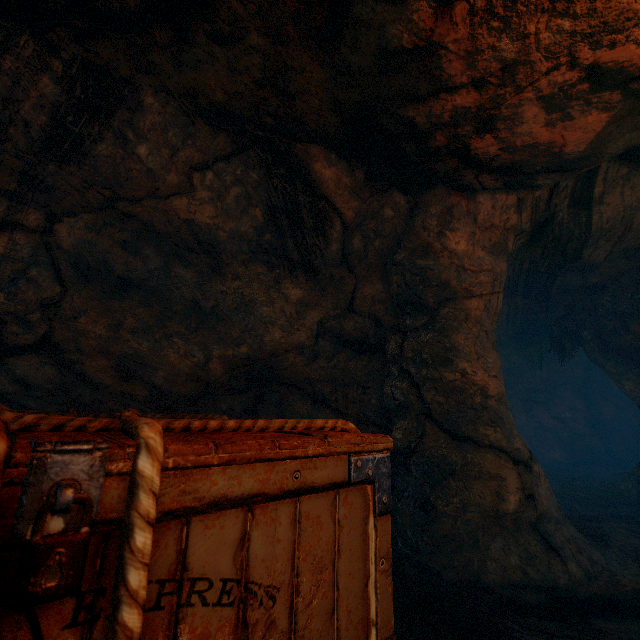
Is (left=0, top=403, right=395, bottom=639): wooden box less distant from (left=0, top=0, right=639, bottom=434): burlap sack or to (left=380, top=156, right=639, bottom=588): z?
(left=0, top=0, right=639, bottom=434): burlap sack

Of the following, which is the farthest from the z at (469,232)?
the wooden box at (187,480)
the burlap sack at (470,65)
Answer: the wooden box at (187,480)

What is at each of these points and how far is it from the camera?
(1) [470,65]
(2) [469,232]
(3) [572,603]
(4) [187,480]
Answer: (1) burlap sack, 2.8m
(2) z, 4.6m
(3) burlap sack, 3.3m
(4) wooden box, 0.7m

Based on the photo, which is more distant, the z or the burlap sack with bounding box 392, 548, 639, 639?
the z

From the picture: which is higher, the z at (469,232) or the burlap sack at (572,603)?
the z at (469,232)

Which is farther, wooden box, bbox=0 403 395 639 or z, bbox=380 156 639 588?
z, bbox=380 156 639 588
